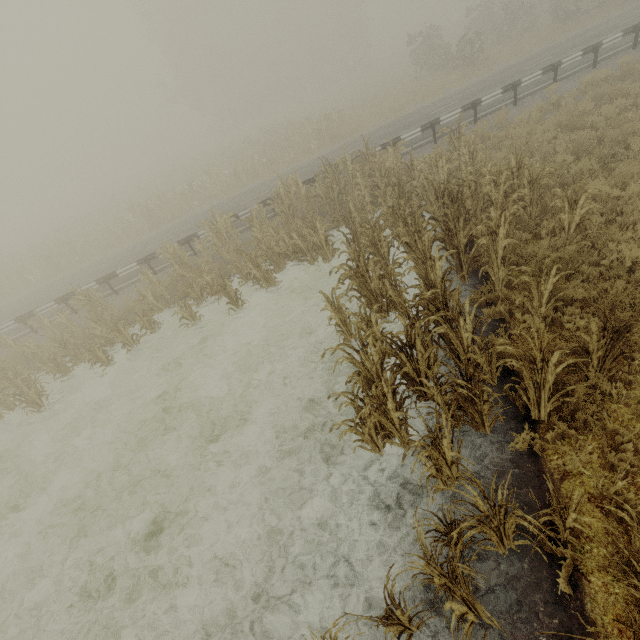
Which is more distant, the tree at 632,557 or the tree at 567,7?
the tree at 567,7

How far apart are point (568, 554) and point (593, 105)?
15.2 meters

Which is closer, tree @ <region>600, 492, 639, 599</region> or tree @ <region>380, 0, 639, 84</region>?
tree @ <region>600, 492, 639, 599</region>

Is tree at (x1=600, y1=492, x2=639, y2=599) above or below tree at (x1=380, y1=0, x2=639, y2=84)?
below

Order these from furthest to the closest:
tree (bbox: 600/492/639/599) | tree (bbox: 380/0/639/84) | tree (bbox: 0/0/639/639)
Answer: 1. tree (bbox: 380/0/639/84)
2. tree (bbox: 0/0/639/639)
3. tree (bbox: 600/492/639/599)
